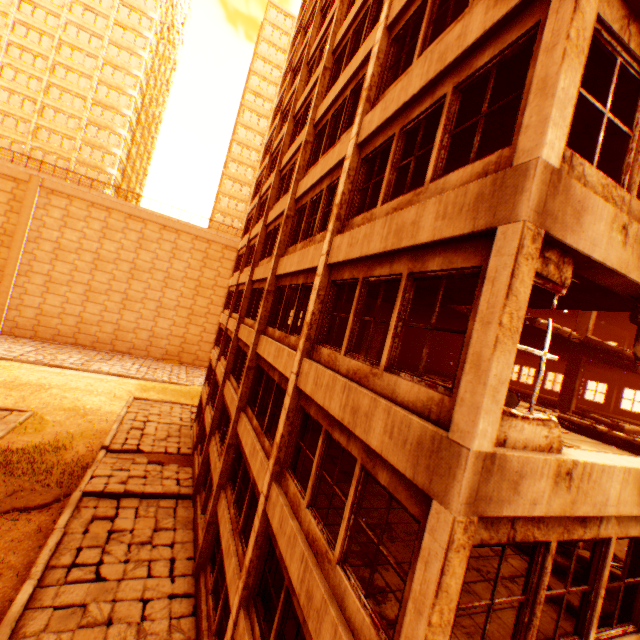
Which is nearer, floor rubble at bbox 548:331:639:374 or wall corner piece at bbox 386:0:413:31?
wall corner piece at bbox 386:0:413:31

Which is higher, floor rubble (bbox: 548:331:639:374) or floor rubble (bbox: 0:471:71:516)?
floor rubble (bbox: 548:331:639:374)

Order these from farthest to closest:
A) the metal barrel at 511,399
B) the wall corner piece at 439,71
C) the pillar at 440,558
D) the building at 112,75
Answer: the building at 112,75 → the metal barrel at 511,399 → the wall corner piece at 439,71 → the pillar at 440,558

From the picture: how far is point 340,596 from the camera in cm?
459

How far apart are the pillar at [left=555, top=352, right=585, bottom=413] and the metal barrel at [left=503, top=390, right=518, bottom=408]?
8.8 meters

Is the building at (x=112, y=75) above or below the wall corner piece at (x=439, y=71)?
above

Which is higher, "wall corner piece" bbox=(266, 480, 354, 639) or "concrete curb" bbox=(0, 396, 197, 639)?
"wall corner piece" bbox=(266, 480, 354, 639)

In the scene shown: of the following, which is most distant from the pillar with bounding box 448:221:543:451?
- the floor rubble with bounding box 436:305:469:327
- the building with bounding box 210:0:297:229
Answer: the building with bounding box 210:0:297:229
